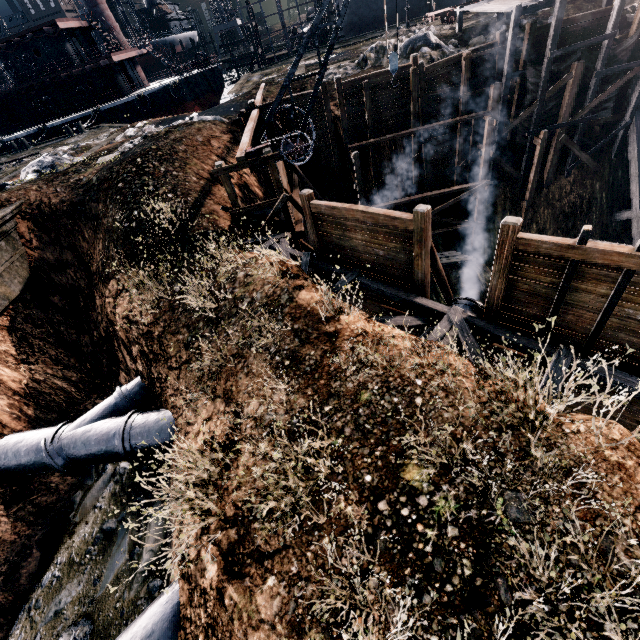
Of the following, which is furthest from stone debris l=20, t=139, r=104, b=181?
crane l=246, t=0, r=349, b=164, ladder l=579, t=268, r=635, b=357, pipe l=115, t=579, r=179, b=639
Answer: ladder l=579, t=268, r=635, b=357

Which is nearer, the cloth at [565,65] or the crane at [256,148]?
the crane at [256,148]

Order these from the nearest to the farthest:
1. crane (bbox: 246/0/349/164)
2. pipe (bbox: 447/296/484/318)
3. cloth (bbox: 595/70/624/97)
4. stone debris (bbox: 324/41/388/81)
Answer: crane (bbox: 246/0/349/164)
pipe (bbox: 447/296/484/318)
cloth (bbox: 595/70/624/97)
stone debris (bbox: 324/41/388/81)

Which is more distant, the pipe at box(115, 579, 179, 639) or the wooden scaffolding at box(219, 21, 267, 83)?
the wooden scaffolding at box(219, 21, 267, 83)

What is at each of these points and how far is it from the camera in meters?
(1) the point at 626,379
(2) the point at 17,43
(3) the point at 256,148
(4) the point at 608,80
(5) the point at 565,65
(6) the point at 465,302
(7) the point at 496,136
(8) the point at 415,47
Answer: (1) wooden scaffolding, 7.9
(2) ship, 32.3
(3) crane, 13.5
(4) cloth, 19.7
(5) cloth, 18.9
(6) pipe, 11.9
(7) wooden scaffolding, 21.1
(8) stone debris, 21.4

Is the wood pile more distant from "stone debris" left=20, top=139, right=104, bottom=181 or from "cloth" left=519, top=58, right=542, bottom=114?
"stone debris" left=20, top=139, right=104, bottom=181

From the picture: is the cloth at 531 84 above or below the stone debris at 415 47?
below

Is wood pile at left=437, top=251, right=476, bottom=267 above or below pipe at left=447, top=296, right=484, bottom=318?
below
